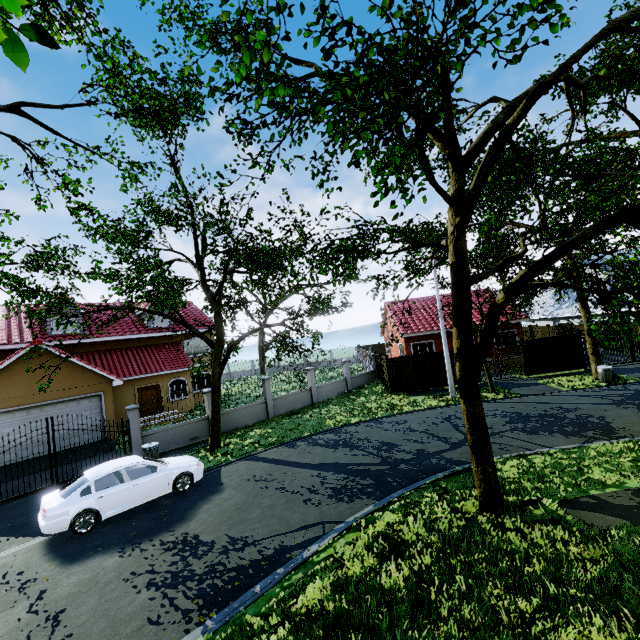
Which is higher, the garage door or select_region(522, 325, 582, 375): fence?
the garage door

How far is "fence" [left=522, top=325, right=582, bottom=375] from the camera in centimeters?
2147cm

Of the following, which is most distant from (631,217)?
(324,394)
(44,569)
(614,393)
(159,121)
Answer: (324,394)

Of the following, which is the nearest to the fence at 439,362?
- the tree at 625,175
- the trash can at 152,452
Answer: the tree at 625,175

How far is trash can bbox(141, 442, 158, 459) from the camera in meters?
13.1 m

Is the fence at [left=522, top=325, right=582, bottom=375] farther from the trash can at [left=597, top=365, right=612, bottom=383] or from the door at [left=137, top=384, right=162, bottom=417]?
the door at [left=137, top=384, right=162, bottom=417]

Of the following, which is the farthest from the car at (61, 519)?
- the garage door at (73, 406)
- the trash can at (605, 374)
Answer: the trash can at (605, 374)
